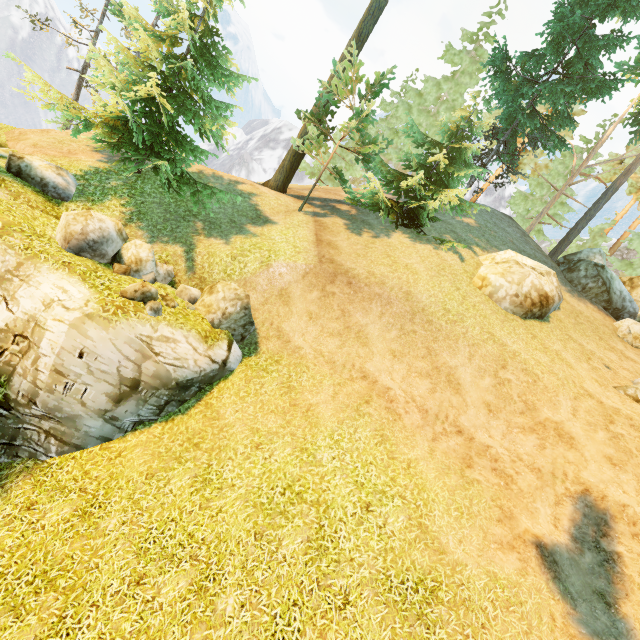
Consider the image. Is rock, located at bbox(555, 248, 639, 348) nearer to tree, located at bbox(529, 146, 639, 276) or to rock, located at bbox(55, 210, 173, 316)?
tree, located at bbox(529, 146, 639, 276)

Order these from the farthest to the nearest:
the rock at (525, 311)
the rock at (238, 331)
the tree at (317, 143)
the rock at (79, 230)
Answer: the tree at (317, 143), the rock at (525, 311), the rock at (238, 331), the rock at (79, 230)

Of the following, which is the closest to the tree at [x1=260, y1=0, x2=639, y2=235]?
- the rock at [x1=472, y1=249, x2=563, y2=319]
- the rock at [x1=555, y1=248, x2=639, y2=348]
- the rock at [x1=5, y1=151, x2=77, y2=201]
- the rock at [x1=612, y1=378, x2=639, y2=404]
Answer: the rock at [x1=555, y1=248, x2=639, y2=348]

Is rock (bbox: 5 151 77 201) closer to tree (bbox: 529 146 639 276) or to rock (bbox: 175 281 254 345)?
tree (bbox: 529 146 639 276)

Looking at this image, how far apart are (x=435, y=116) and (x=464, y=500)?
30.7m

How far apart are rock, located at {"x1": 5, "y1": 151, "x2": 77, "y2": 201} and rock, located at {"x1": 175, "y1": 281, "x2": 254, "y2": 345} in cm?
667

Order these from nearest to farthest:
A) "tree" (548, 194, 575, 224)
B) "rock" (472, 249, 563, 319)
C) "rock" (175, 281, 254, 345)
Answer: "rock" (175, 281, 254, 345) → "rock" (472, 249, 563, 319) → "tree" (548, 194, 575, 224)

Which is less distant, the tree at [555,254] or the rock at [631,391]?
the rock at [631,391]
